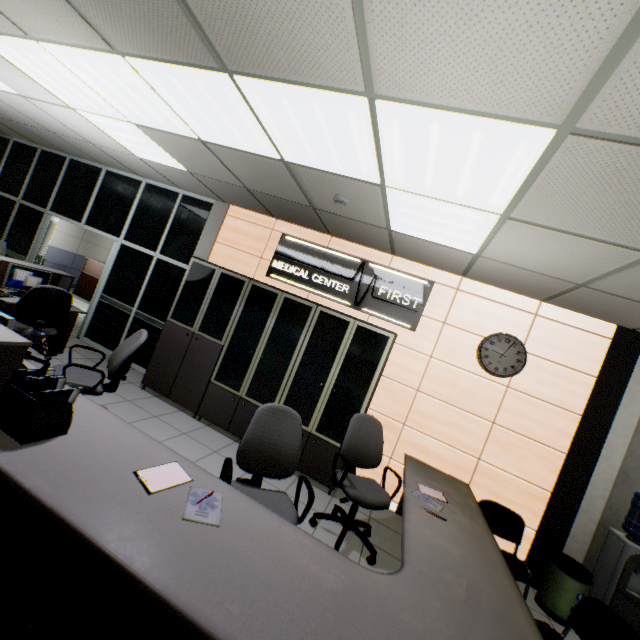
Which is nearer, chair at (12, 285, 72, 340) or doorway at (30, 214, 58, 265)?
chair at (12, 285, 72, 340)

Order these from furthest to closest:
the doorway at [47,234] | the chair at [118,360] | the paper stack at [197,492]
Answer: the doorway at [47,234]
the chair at [118,360]
the paper stack at [197,492]

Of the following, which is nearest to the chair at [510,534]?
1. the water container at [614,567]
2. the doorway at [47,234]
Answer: the water container at [614,567]

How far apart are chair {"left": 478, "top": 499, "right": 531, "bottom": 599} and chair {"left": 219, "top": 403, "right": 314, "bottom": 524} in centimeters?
224cm

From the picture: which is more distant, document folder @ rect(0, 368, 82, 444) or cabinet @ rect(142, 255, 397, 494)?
cabinet @ rect(142, 255, 397, 494)

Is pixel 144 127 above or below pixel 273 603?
above

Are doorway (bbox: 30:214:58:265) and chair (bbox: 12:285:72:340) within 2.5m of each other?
no

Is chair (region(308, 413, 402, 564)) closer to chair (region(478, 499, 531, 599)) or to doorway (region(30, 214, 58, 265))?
chair (region(478, 499, 531, 599))
